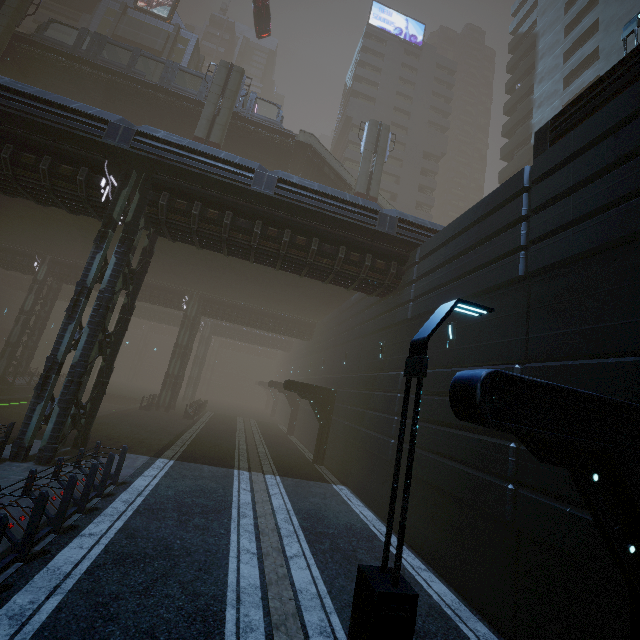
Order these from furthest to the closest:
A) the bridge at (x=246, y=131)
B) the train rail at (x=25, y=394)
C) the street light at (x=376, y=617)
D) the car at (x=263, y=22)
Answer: the car at (x=263, y=22)
the bridge at (x=246, y=131)
the train rail at (x=25, y=394)
the street light at (x=376, y=617)

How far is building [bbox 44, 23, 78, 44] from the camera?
42.48m

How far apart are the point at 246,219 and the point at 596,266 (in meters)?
12.56

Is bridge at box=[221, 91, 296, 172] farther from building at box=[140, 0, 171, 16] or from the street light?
the street light

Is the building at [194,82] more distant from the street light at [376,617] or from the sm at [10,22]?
the street light at [376,617]

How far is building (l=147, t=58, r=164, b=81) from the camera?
40.4 meters

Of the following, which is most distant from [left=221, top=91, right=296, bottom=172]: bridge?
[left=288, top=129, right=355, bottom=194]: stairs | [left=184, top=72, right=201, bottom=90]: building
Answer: [left=184, top=72, right=201, bottom=90]: building

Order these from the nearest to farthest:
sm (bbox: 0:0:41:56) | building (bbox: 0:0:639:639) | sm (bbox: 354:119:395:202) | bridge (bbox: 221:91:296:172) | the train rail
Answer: building (bbox: 0:0:639:639) < the train rail < sm (bbox: 0:0:41:56) < sm (bbox: 354:119:395:202) < bridge (bbox: 221:91:296:172)
